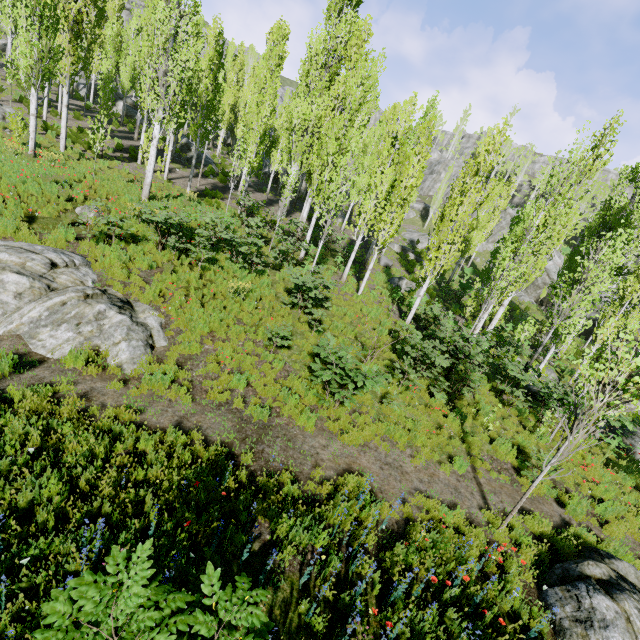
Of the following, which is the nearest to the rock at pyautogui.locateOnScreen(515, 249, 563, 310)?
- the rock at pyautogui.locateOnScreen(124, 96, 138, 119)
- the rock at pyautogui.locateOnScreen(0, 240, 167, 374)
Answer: the rock at pyautogui.locateOnScreen(124, 96, 138, 119)

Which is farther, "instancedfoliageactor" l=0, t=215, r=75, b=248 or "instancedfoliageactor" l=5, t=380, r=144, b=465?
"instancedfoliageactor" l=0, t=215, r=75, b=248

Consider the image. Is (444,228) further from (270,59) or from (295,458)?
(295,458)

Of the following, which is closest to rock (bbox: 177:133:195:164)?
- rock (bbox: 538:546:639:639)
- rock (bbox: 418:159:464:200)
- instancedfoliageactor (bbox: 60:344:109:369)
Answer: rock (bbox: 418:159:464:200)

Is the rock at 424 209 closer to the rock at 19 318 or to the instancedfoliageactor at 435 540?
the instancedfoliageactor at 435 540

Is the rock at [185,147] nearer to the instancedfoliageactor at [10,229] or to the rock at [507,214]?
the instancedfoliageactor at [10,229]

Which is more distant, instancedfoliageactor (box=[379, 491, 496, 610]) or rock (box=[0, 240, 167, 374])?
rock (box=[0, 240, 167, 374])

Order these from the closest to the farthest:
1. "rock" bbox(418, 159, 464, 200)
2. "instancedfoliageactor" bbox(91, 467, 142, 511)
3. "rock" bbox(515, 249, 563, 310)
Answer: "instancedfoliageactor" bbox(91, 467, 142, 511) < "rock" bbox(515, 249, 563, 310) < "rock" bbox(418, 159, 464, 200)
